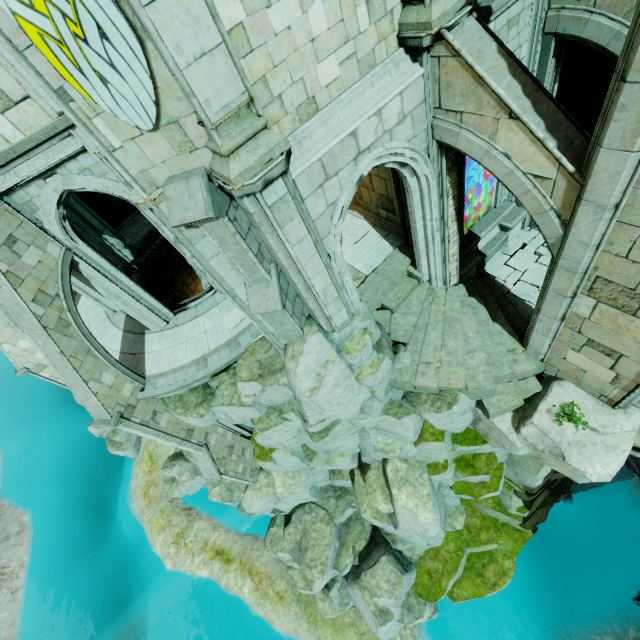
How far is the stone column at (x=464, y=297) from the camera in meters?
8.0

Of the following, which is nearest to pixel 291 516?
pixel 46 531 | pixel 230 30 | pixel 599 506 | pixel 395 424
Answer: pixel 395 424

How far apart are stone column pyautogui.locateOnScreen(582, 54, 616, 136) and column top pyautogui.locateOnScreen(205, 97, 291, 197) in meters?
11.7

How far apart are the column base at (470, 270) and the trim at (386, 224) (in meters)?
1.77

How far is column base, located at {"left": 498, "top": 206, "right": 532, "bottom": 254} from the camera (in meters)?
11.32

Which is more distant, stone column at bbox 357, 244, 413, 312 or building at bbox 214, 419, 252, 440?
building at bbox 214, 419, 252, 440

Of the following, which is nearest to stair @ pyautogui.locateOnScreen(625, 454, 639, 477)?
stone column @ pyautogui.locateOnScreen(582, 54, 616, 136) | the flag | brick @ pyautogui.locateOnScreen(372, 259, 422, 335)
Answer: stone column @ pyautogui.locateOnScreen(582, 54, 616, 136)

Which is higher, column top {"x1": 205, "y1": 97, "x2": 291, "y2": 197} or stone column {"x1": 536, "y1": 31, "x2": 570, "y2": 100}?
column top {"x1": 205, "y1": 97, "x2": 291, "y2": 197}
